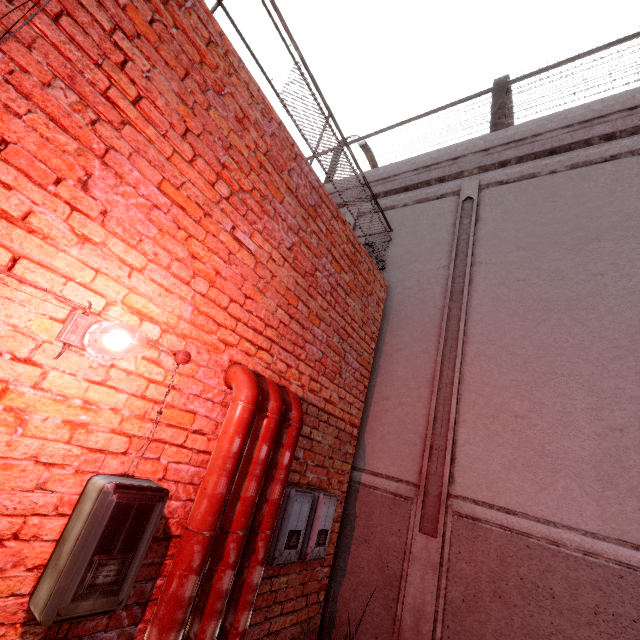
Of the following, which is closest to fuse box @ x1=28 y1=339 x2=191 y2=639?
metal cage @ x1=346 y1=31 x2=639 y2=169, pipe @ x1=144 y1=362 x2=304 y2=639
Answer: pipe @ x1=144 y1=362 x2=304 y2=639

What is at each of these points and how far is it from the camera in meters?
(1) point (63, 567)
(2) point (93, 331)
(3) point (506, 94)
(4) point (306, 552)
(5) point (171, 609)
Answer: (1) fuse box, 1.5
(2) light fixture, 1.7
(3) metal cage, 6.7
(4) fuse box, 3.0
(5) pipe, 1.8

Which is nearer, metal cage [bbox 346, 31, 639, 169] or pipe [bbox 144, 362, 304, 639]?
pipe [bbox 144, 362, 304, 639]

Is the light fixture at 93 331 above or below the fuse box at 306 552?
above

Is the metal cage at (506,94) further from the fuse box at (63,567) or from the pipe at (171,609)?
the fuse box at (63,567)

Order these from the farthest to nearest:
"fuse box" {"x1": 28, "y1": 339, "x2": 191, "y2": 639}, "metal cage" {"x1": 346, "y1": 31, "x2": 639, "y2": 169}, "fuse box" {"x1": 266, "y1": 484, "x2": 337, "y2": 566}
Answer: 1. "metal cage" {"x1": 346, "y1": 31, "x2": 639, "y2": 169}
2. "fuse box" {"x1": 266, "y1": 484, "x2": 337, "y2": 566}
3. "fuse box" {"x1": 28, "y1": 339, "x2": 191, "y2": 639}

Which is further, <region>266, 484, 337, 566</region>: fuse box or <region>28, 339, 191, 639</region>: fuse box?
<region>266, 484, 337, 566</region>: fuse box

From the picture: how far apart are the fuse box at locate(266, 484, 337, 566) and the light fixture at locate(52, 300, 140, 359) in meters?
1.9 m
